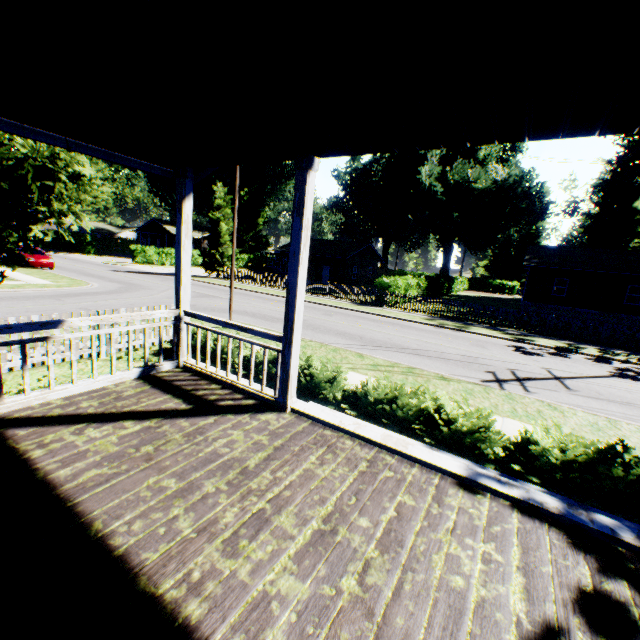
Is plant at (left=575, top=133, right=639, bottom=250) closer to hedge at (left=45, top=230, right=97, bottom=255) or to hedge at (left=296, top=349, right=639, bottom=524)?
hedge at (left=296, top=349, right=639, bottom=524)

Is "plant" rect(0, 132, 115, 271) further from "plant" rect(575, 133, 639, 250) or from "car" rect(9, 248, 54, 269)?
"plant" rect(575, 133, 639, 250)

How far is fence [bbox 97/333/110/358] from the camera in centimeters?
852cm

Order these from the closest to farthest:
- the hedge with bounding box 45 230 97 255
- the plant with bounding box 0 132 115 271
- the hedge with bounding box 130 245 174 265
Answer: the plant with bounding box 0 132 115 271 < the hedge with bounding box 130 245 174 265 < the hedge with bounding box 45 230 97 255

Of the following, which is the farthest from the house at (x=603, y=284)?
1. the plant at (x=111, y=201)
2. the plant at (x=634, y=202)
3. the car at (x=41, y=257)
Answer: the car at (x=41, y=257)

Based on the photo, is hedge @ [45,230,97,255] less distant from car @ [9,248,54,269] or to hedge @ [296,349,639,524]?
car @ [9,248,54,269]

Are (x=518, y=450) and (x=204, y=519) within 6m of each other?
yes

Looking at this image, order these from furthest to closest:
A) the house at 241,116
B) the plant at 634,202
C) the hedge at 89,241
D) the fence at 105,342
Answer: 1. the hedge at 89,241
2. the plant at 634,202
3. the fence at 105,342
4. the house at 241,116
